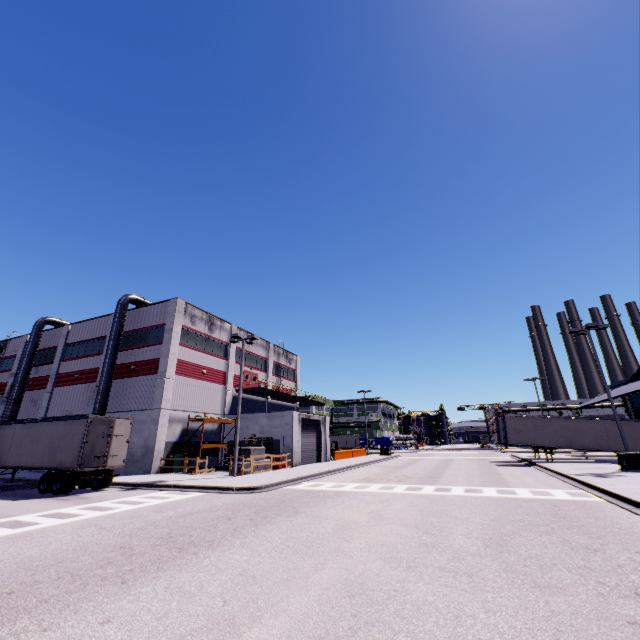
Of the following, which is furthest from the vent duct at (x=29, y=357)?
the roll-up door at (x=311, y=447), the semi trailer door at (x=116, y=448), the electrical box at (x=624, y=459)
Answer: the electrical box at (x=624, y=459)

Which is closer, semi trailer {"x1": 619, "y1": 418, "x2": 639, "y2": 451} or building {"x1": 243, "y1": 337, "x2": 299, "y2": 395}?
semi trailer {"x1": 619, "y1": 418, "x2": 639, "y2": 451}

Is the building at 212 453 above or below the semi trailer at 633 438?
below

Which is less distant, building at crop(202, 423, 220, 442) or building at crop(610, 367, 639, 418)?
building at crop(610, 367, 639, 418)

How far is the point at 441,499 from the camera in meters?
13.5 m

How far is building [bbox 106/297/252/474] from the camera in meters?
26.3

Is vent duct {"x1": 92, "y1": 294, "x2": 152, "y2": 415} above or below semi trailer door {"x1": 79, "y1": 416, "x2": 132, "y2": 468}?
above
